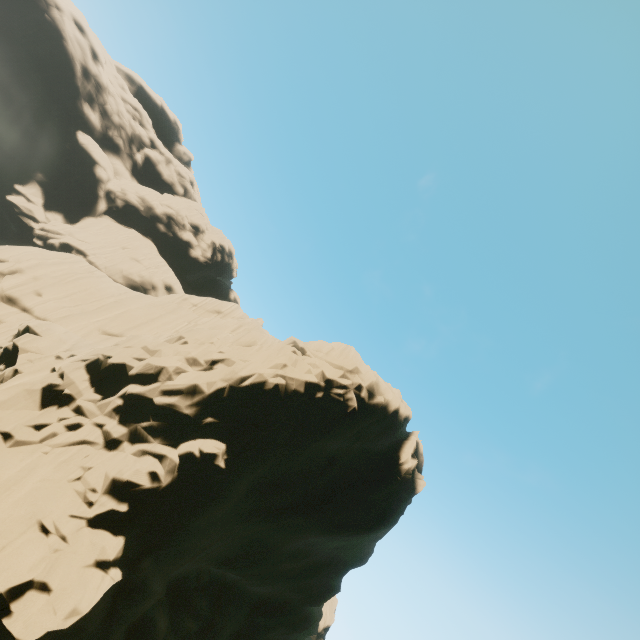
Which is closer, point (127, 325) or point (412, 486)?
point (412, 486)
